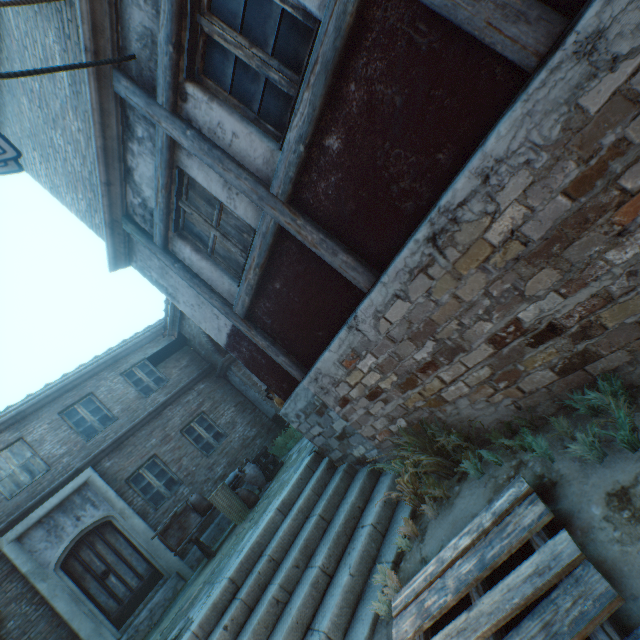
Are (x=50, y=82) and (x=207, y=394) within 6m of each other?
no

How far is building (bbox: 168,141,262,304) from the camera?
3.7 meters

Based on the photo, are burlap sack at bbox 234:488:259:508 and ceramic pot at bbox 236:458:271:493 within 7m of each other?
yes

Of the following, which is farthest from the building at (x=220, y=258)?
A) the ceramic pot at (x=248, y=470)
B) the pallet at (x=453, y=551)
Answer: the ceramic pot at (x=248, y=470)

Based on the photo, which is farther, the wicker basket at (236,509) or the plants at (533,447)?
the wicker basket at (236,509)

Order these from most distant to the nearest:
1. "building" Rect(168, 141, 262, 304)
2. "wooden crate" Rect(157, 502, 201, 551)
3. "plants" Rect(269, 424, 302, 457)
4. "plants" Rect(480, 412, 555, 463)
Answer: "plants" Rect(269, 424, 302, 457) < "wooden crate" Rect(157, 502, 201, 551) < "building" Rect(168, 141, 262, 304) < "plants" Rect(480, 412, 555, 463)

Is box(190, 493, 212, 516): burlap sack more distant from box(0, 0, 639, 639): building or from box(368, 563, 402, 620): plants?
box(368, 563, 402, 620): plants

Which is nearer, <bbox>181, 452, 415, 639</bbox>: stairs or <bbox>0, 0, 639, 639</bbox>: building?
<bbox>0, 0, 639, 639</bbox>: building
